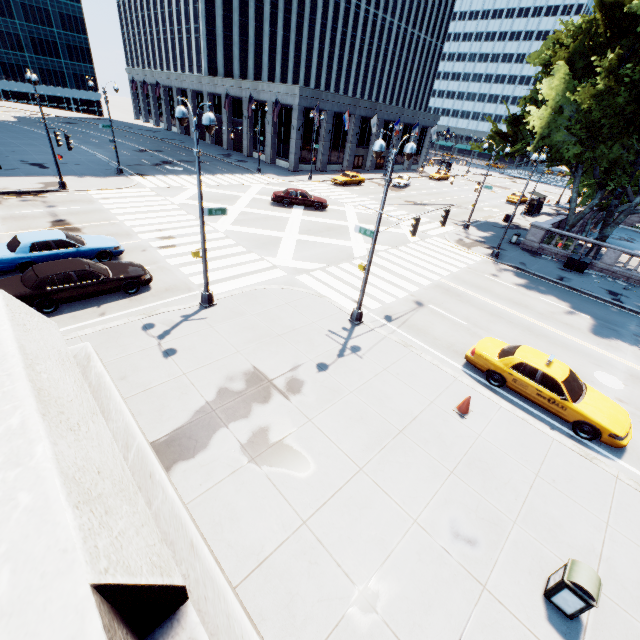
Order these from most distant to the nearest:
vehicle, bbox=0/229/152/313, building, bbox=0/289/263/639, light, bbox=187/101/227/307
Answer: vehicle, bbox=0/229/152/313, light, bbox=187/101/227/307, building, bbox=0/289/263/639

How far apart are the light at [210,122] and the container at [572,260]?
25.6m

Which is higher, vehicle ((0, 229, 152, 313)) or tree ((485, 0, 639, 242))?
tree ((485, 0, 639, 242))

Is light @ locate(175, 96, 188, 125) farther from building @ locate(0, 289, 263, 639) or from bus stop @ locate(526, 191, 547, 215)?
bus stop @ locate(526, 191, 547, 215)

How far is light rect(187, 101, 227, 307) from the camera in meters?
9.8 m

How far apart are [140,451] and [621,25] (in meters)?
36.40

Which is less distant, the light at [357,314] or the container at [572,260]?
the light at [357,314]

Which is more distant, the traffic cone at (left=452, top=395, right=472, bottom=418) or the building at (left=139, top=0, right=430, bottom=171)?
the building at (left=139, top=0, right=430, bottom=171)
